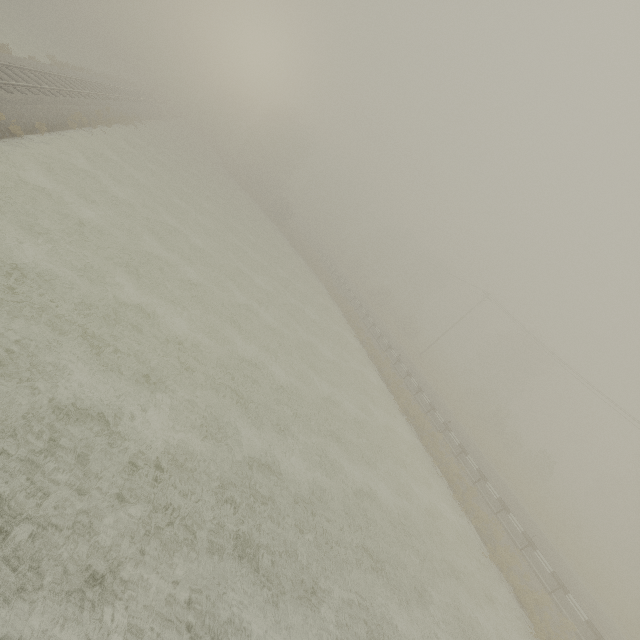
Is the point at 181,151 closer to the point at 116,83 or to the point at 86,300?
the point at 116,83
